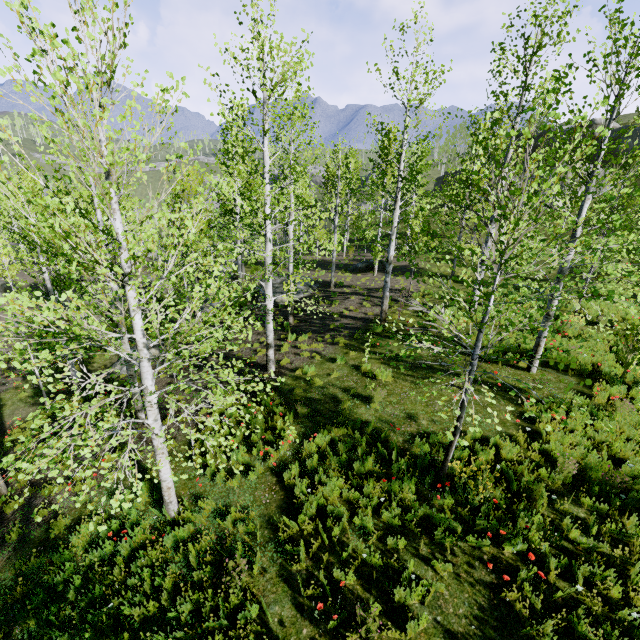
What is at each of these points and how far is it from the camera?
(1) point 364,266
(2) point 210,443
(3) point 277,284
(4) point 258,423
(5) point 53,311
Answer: (1) rock, 26.1 meters
(2) instancedfoliageactor, 8.2 meters
(3) rock, 22.1 meters
(4) instancedfoliageactor, 8.6 meters
(5) instancedfoliageactor, 3.8 meters

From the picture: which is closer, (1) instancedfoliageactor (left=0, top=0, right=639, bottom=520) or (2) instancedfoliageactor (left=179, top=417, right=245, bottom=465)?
(1) instancedfoliageactor (left=0, top=0, right=639, bottom=520)

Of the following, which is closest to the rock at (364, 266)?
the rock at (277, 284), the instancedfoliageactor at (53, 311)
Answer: the rock at (277, 284)

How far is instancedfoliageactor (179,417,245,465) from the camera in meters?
4.9

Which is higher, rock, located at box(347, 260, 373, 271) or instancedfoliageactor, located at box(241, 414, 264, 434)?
rock, located at box(347, 260, 373, 271)

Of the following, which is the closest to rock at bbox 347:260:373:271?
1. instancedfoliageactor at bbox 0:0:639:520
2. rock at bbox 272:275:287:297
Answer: rock at bbox 272:275:287:297

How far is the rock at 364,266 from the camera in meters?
26.1
